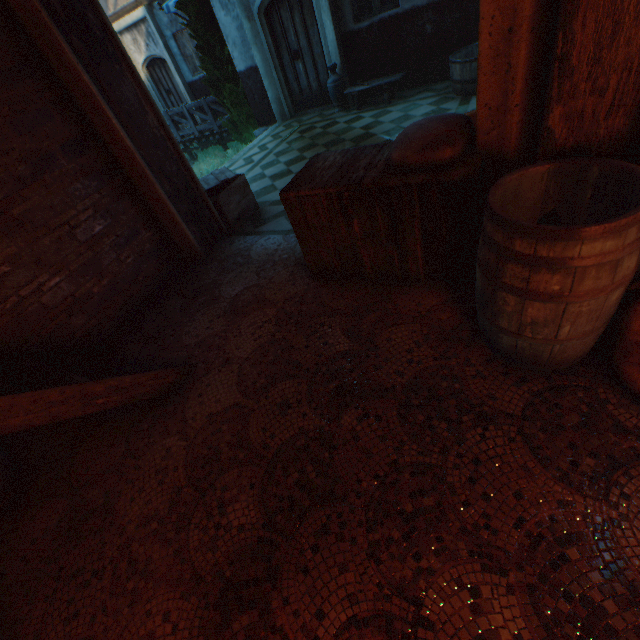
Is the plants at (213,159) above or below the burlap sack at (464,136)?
below

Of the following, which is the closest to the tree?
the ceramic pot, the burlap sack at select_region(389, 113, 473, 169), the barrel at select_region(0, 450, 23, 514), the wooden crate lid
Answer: the ceramic pot

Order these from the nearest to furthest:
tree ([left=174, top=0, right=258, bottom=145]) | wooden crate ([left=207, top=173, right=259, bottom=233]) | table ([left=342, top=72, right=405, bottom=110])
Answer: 1. wooden crate ([left=207, top=173, right=259, bottom=233])
2. table ([left=342, top=72, right=405, bottom=110])
3. tree ([left=174, top=0, right=258, bottom=145])

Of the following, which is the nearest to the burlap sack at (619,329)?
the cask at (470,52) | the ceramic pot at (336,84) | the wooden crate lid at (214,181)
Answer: the wooden crate lid at (214,181)

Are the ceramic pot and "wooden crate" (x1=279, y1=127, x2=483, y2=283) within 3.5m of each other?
no

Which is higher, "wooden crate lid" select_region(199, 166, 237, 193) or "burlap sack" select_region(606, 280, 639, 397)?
"wooden crate lid" select_region(199, 166, 237, 193)

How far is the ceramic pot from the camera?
7.45m

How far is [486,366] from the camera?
2.1m
